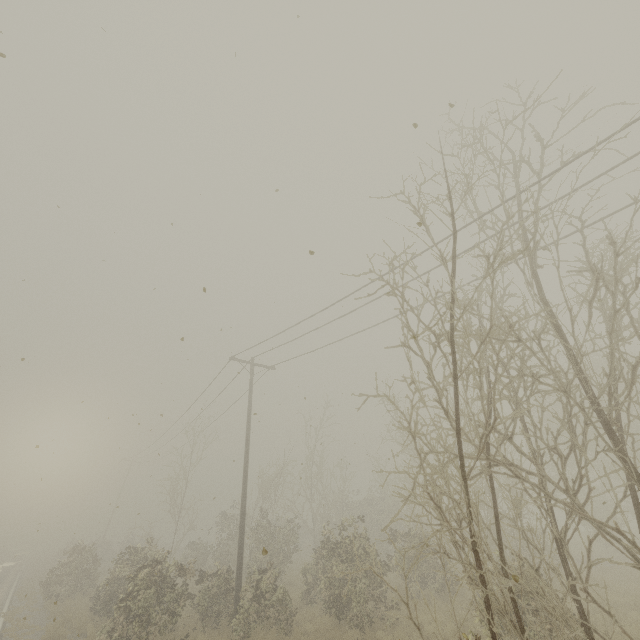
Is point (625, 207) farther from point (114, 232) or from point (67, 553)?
point (67, 553)
